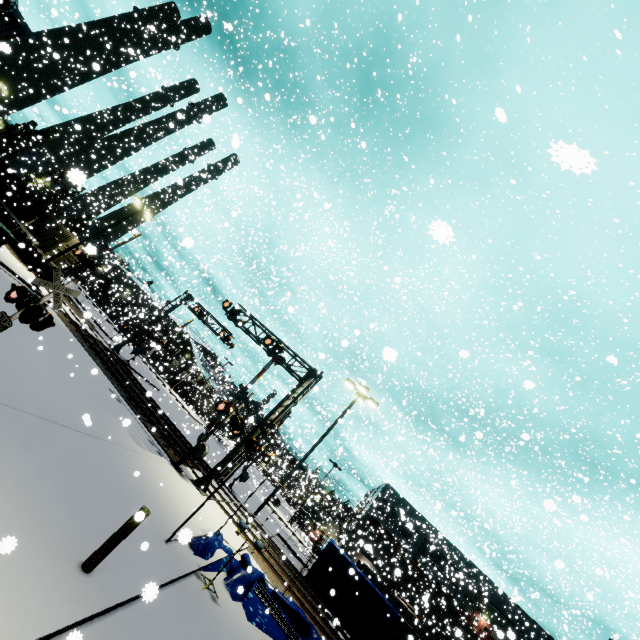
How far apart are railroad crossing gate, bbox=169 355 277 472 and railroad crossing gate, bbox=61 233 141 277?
13.6m

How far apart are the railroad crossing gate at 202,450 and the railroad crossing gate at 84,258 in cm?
1363

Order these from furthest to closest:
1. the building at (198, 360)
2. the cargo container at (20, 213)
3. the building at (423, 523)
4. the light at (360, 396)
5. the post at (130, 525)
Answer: the building at (423, 523) < the building at (198, 360) < the cargo container at (20, 213) < the light at (360, 396) < the post at (130, 525)

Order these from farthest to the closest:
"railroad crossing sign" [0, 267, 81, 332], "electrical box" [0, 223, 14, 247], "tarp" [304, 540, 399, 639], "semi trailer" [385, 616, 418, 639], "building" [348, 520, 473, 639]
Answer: "semi trailer" [385, 616, 418, 639] → "electrical box" [0, 223, 14, 247] → "building" [348, 520, 473, 639] → "tarp" [304, 540, 399, 639] → "railroad crossing sign" [0, 267, 81, 332]

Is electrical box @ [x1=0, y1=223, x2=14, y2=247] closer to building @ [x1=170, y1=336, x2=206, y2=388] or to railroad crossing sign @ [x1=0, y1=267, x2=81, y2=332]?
building @ [x1=170, y1=336, x2=206, y2=388]

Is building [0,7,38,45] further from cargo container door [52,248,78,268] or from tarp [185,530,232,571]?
cargo container door [52,248,78,268]

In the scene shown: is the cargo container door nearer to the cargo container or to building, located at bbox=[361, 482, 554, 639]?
the cargo container

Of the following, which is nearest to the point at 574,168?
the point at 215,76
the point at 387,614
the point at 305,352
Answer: the point at 387,614
